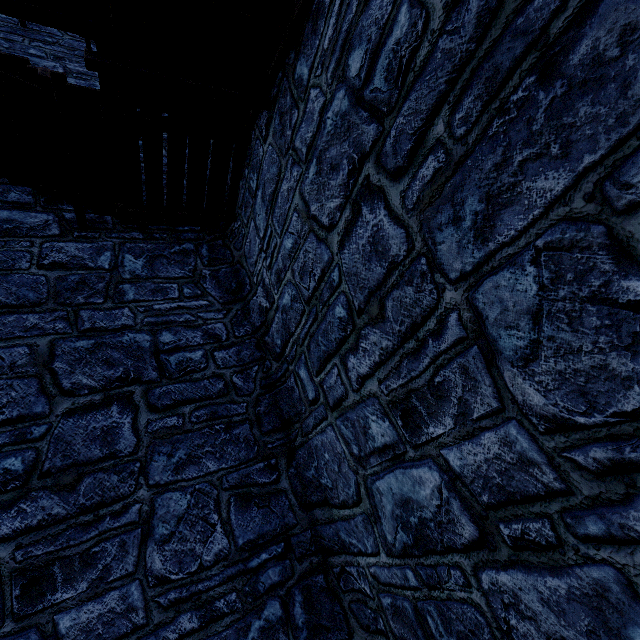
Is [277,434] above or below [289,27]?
below
